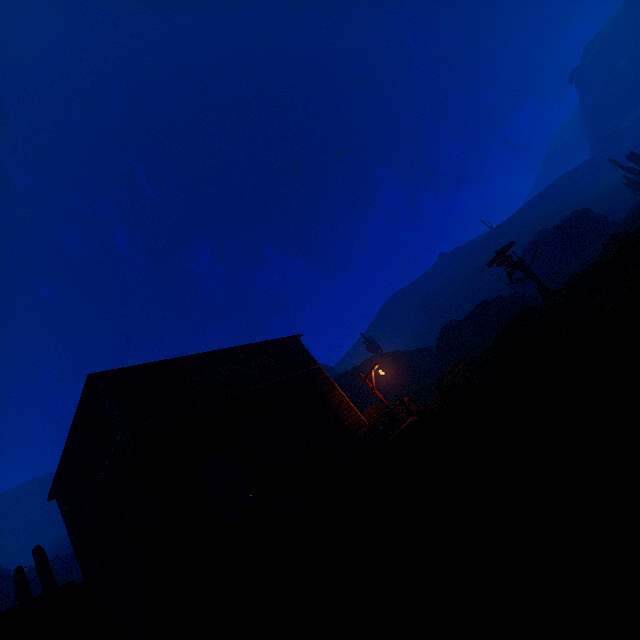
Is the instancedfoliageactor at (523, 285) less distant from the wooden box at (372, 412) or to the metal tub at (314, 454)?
the wooden box at (372, 412)

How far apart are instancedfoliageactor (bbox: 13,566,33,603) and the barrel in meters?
8.6

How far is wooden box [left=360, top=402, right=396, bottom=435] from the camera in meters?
16.5

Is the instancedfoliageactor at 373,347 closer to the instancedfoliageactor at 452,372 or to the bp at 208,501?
the instancedfoliageactor at 452,372

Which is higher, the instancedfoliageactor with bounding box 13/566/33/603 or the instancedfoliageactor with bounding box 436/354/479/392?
the instancedfoliageactor with bounding box 13/566/33/603

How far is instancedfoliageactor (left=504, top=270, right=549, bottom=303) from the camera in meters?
18.2 m

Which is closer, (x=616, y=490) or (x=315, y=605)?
(x=616, y=490)

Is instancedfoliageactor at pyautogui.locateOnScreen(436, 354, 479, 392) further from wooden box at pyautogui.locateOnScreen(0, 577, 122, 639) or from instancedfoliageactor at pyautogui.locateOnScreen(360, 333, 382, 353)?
instancedfoliageactor at pyautogui.locateOnScreen(360, 333, 382, 353)
